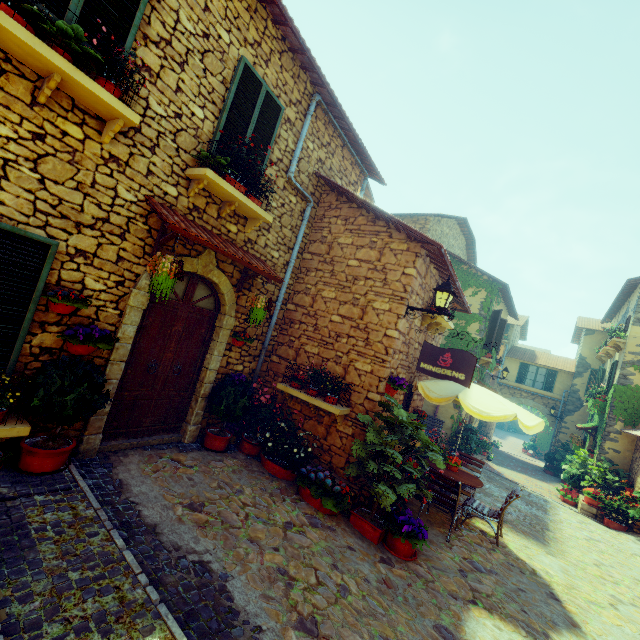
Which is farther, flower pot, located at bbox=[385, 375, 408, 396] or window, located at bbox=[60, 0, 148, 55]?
flower pot, located at bbox=[385, 375, 408, 396]

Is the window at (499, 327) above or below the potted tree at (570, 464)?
above

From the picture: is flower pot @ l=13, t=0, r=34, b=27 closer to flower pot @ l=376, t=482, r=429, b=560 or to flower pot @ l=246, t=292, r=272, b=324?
flower pot @ l=246, t=292, r=272, b=324

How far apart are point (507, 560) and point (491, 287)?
10.0 meters

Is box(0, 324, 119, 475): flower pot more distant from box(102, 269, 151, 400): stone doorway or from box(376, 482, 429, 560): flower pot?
box(376, 482, 429, 560): flower pot

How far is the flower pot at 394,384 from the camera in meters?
6.2

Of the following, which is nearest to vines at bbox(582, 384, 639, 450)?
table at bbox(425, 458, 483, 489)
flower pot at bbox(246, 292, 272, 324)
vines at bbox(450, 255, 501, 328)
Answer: vines at bbox(450, 255, 501, 328)

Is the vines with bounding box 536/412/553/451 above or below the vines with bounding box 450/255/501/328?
below
